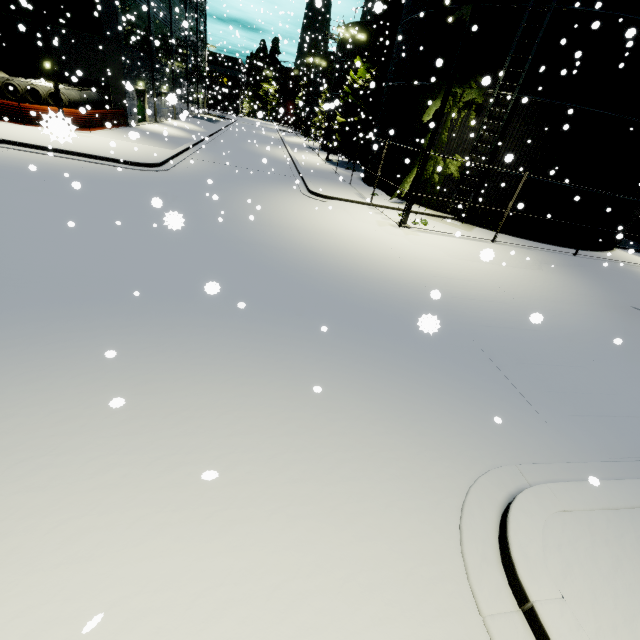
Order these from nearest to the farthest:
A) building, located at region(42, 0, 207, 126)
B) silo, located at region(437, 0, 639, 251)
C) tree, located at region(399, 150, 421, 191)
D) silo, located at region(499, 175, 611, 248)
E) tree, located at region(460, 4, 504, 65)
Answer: silo, located at region(437, 0, 639, 251) → tree, located at region(460, 4, 504, 65) → silo, located at region(499, 175, 611, 248) → tree, located at region(399, 150, 421, 191) → building, located at region(42, 0, 207, 126)

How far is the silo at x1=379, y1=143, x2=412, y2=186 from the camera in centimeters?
1931cm

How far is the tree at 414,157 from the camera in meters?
17.9

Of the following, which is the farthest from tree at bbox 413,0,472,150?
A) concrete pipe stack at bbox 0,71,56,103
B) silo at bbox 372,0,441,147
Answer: concrete pipe stack at bbox 0,71,56,103

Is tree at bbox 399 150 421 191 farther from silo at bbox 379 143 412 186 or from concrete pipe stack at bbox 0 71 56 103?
concrete pipe stack at bbox 0 71 56 103

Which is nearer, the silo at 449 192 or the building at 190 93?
the silo at 449 192

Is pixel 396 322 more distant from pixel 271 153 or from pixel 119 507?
pixel 271 153

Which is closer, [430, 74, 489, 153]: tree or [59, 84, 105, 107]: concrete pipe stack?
[430, 74, 489, 153]: tree
